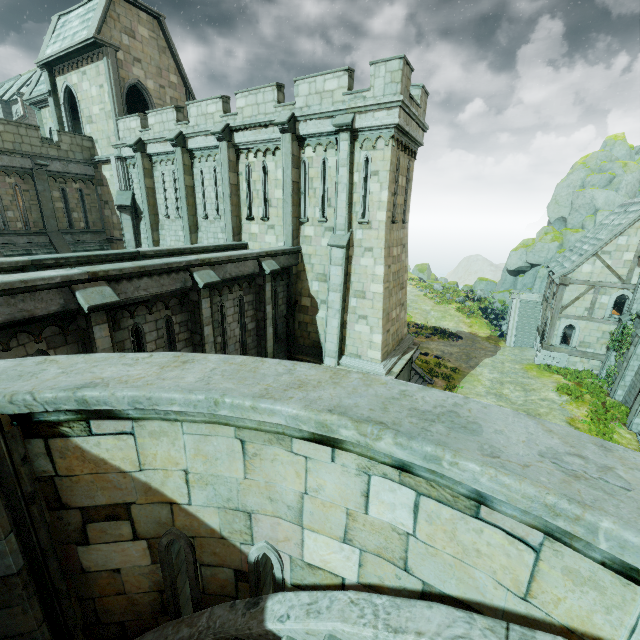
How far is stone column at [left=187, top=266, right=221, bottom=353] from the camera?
9.95m

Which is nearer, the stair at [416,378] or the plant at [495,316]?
the stair at [416,378]

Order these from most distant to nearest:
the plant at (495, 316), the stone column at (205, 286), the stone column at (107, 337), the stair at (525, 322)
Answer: the plant at (495, 316) → the stair at (525, 322) → the stone column at (205, 286) → the stone column at (107, 337)

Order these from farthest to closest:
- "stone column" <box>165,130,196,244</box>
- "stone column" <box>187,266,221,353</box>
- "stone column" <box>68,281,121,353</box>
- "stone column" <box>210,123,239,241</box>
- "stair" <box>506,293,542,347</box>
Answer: →
1. "stair" <box>506,293,542,347</box>
2. "stone column" <box>165,130,196,244</box>
3. "stone column" <box>210,123,239,241</box>
4. "stone column" <box>187,266,221,353</box>
5. "stone column" <box>68,281,121,353</box>

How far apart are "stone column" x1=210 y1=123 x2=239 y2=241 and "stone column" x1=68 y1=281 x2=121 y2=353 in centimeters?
850cm

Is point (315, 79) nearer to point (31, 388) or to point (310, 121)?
point (310, 121)

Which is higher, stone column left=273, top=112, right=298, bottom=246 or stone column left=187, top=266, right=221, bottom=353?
stone column left=273, top=112, right=298, bottom=246

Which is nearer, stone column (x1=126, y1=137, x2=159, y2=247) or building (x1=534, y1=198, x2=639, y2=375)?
stone column (x1=126, y1=137, x2=159, y2=247)
